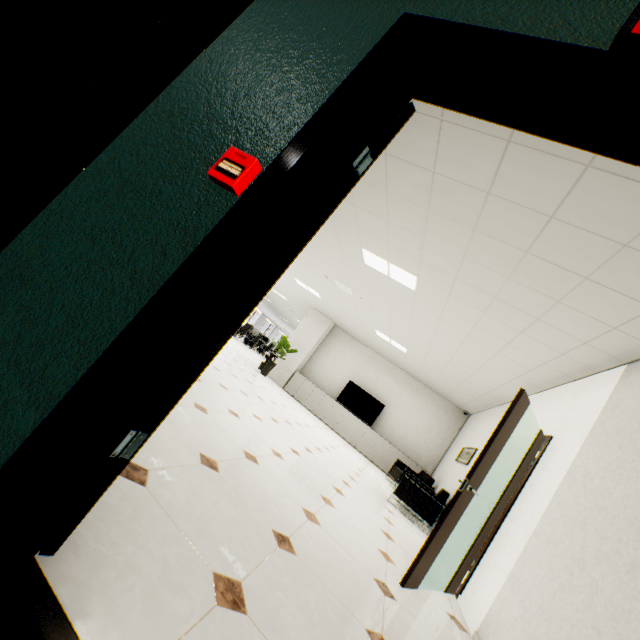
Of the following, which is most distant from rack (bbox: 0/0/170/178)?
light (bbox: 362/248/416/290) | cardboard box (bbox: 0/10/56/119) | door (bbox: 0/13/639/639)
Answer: light (bbox: 362/248/416/290)

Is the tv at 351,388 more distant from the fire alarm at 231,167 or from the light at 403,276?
the fire alarm at 231,167

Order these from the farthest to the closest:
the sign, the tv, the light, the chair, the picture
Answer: the tv → the picture → the chair → the light → the sign

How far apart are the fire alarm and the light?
4.05m

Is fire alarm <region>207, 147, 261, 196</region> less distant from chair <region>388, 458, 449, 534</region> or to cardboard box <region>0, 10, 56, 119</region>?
cardboard box <region>0, 10, 56, 119</region>

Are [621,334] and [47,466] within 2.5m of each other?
no

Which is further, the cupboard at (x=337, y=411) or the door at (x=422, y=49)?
the cupboard at (x=337, y=411)
